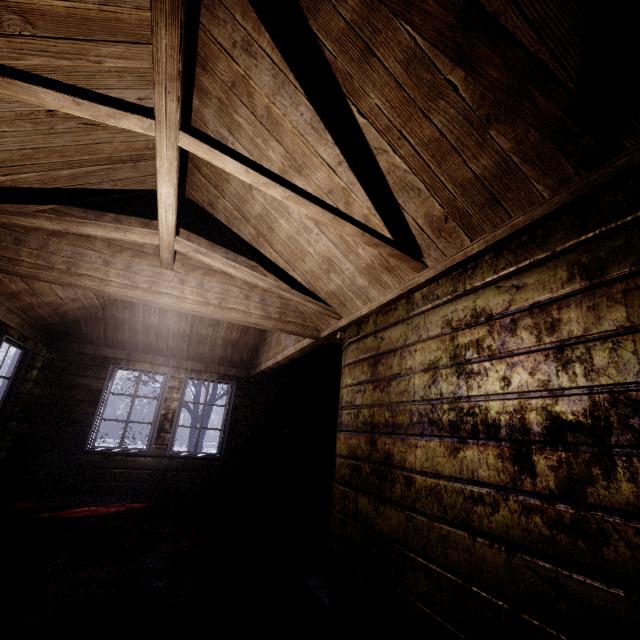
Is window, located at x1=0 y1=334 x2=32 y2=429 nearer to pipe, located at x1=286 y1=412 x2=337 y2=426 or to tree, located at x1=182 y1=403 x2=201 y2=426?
tree, located at x1=182 y1=403 x2=201 y2=426

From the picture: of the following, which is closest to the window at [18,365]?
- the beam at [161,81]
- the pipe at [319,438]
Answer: the beam at [161,81]

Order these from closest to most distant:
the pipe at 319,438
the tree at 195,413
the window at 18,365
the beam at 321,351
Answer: the window at 18,365, the beam at 321,351, the pipe at 319,438, the tree at 195,413

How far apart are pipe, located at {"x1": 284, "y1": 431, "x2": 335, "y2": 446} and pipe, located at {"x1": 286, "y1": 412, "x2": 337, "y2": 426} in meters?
0.1 m

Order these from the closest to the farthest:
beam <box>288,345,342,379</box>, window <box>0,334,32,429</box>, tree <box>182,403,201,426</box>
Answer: window <box>0,334,32,429</box> < beam <box>288,345,342,379</box> < tree <box>182,403,201,426</box>

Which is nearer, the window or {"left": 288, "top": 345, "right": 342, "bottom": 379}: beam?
the window

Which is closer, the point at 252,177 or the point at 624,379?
the point at 624,379

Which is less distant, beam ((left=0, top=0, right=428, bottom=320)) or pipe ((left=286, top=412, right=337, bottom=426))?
beam ((left=0, top=0, right=428, bottom=320))
